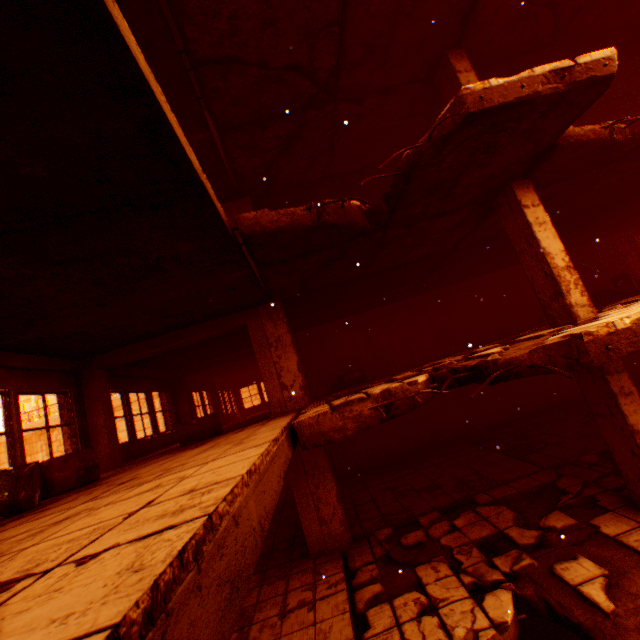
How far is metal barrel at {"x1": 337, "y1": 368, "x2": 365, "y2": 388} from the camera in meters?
11.4

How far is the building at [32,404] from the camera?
49.66m

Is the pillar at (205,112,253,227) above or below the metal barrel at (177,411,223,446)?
above

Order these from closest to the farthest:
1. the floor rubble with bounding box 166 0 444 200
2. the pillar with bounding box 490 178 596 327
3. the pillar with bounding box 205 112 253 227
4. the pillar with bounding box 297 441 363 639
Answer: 1. the floor rubble with bounding box 166 0 444 200
2. the pillar with bounding box 490 178 596 327
3. the pillar with bounding box 297 441 363 639
4. the pillar with bounding box 205 112 253 227

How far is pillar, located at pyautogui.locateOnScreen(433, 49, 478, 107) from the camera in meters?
6.1 m

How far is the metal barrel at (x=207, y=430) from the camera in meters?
7.2

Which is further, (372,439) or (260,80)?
(372,439)

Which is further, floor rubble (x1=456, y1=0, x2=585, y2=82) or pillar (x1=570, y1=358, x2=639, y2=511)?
floor rubble (x1=456, y1=0, x2=585, y2=82)
